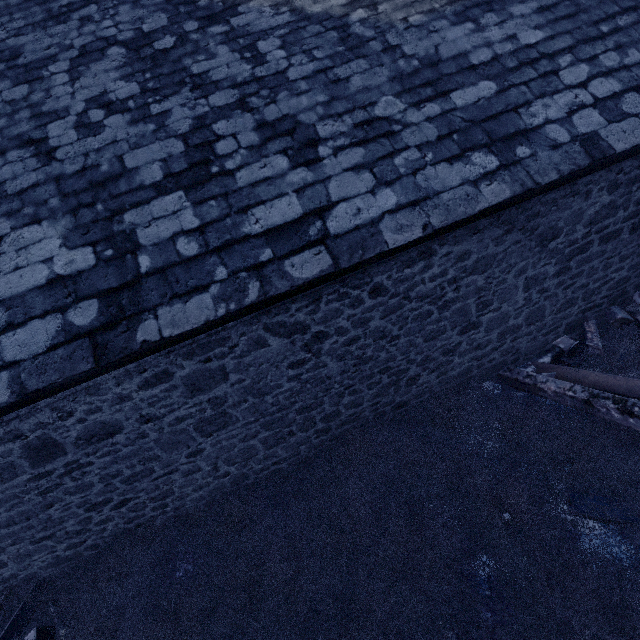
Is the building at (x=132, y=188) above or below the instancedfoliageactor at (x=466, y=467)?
above

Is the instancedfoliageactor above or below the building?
below

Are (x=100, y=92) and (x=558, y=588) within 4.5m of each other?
no
